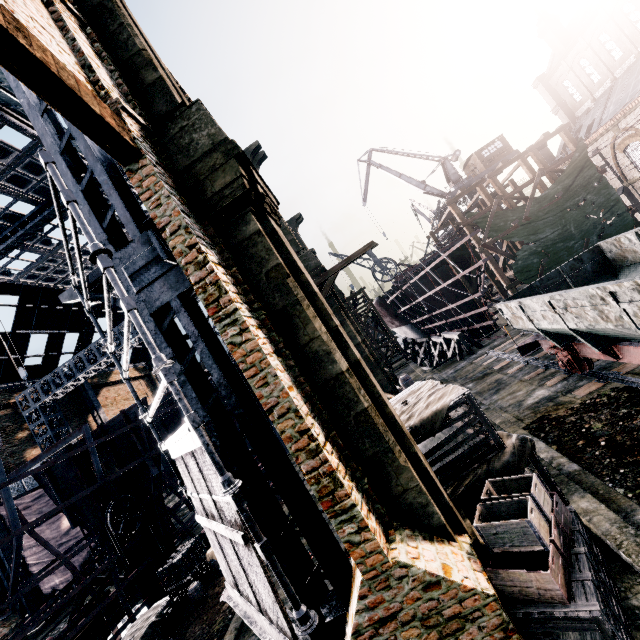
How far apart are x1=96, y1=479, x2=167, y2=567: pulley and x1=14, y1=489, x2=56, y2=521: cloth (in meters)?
16.16

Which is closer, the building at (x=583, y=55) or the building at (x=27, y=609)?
the building at (x=27, y=609)

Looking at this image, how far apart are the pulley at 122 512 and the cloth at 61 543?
16.2 meters

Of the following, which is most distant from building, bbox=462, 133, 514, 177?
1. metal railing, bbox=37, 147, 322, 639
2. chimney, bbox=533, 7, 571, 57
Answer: metal railing, bbox=37, 147, 322, 639

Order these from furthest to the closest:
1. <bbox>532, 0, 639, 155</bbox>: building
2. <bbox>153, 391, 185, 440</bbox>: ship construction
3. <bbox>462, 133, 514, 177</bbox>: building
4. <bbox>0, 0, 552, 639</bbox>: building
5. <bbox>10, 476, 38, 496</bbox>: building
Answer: <bbox>462, 133, 514, 177</bbox>: building → <bbox>532, 0, 639, 155</bbox>: building → <bbox>10, 476, 38, 496</bbox>: building → <bbox>153, 391, 185, 440</bbox>: ship construction → <bbox>0, 0, 552, 639</bbox>: building

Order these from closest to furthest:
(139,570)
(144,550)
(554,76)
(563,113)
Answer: (139,570), (144,550), (554,76), (563,113)

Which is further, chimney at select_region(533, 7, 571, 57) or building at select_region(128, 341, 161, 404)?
building at select_region(128, 341, 161, 404)

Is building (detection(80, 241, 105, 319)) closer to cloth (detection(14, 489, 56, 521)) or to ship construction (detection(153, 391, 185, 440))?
cloth (detection(14, 489, 56, 521))
